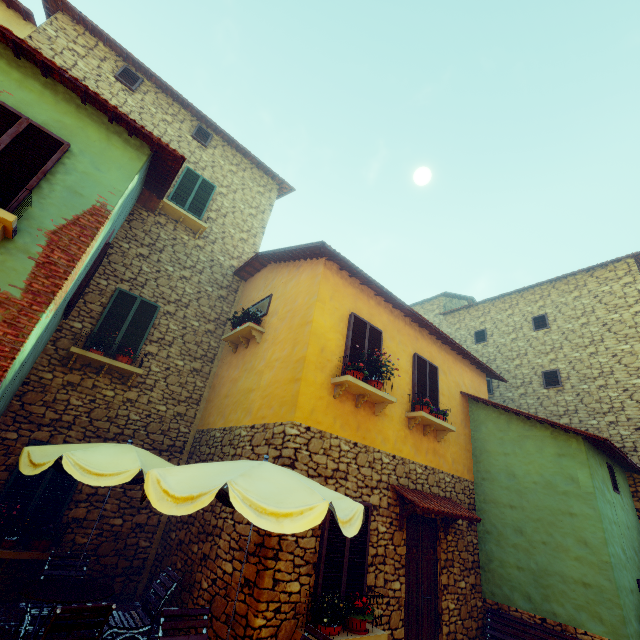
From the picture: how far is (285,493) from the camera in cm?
317

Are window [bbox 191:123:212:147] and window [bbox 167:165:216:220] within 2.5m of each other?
yes

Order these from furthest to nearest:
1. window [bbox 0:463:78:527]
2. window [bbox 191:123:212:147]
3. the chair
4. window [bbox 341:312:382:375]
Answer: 1. window [bbox 191:123:212:147]
2. window [bbox 341:312:382:375]
3. window [bbox 0:463:78:527]
4. the chair

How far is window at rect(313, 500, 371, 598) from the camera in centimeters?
507cm

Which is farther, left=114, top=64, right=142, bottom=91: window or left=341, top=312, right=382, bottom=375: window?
left=114, top=64, right=142, bottom=91: window

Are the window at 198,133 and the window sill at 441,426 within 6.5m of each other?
no

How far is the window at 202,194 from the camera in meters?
10.1

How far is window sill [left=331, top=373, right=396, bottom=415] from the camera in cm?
623
